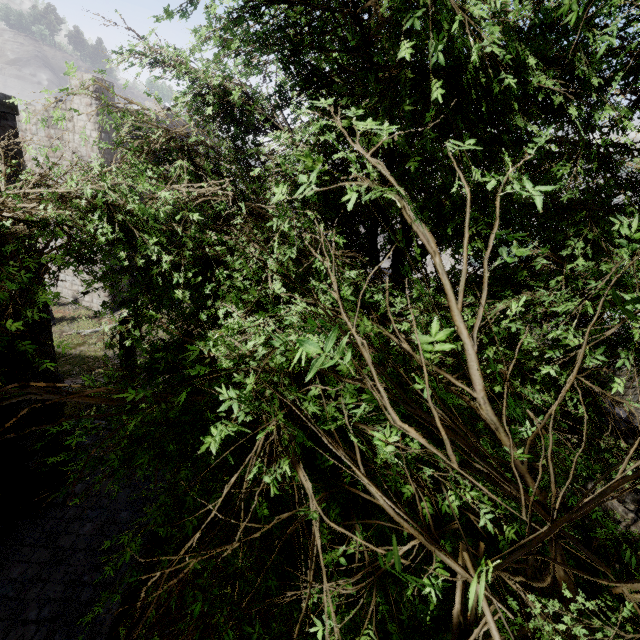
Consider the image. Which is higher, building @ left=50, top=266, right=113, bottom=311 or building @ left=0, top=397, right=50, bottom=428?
building @ left=0, top=397, right=50, bottom=428

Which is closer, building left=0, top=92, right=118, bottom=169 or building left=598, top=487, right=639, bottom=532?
building left=598, top=487, right=639, bottom=532

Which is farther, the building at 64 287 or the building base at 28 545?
the building at 64 287

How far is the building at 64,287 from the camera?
19.6m

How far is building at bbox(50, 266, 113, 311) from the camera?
19.6 meters

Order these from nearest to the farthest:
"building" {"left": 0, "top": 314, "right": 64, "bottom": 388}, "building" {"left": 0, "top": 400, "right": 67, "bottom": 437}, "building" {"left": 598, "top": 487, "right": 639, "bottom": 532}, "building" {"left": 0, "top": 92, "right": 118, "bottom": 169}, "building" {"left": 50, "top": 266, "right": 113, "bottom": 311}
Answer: "building" {"left": 598, "top": 487, "right": 639, "bottom": 532} < "building" {"left": 0, "top": 92, "right": 118, "bottom": 169} < "building" {"left": 0, "top": 314, "right": 64, "bottom": 388} < "building" {"left": 0, "top": 400, "right": 67, "bottom": 437} < "building" {"left": 50, "top": 266, "right": 113, "bottom": 311}

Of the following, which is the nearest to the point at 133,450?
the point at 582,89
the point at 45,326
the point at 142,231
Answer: the point at 142,231
